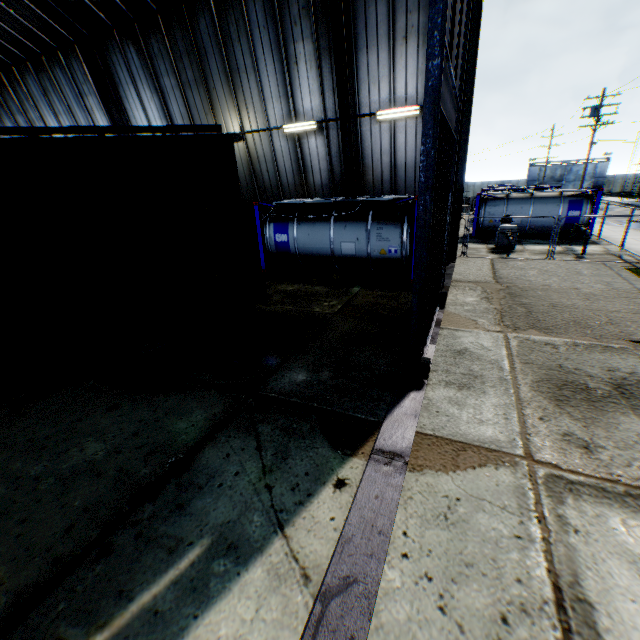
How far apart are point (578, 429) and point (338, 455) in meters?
3.5 m

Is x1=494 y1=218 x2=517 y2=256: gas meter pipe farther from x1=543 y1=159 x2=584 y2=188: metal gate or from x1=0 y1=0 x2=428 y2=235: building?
x1=543 y1=159 x2=584 y2=188: metal gate

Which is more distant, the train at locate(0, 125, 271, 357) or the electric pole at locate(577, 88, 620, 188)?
the electric pole at locate(577, 88, 620, 188)

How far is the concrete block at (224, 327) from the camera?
8.2 meters

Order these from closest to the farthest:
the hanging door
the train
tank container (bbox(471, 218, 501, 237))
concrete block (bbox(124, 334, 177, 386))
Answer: the hanging door → the train → concrete block (bbox(124, 334, 177, 386)) → tank container (bbox(471, 218, 501, 237))

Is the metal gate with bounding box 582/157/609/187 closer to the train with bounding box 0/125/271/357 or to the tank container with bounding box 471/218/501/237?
the tank container with bounding box 471/218/501/237

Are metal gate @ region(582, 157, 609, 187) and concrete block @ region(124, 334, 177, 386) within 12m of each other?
no

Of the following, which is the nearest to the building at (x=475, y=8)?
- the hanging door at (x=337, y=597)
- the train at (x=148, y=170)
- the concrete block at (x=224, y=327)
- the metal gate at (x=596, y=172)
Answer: the hanging door at (x=337, y=597)
